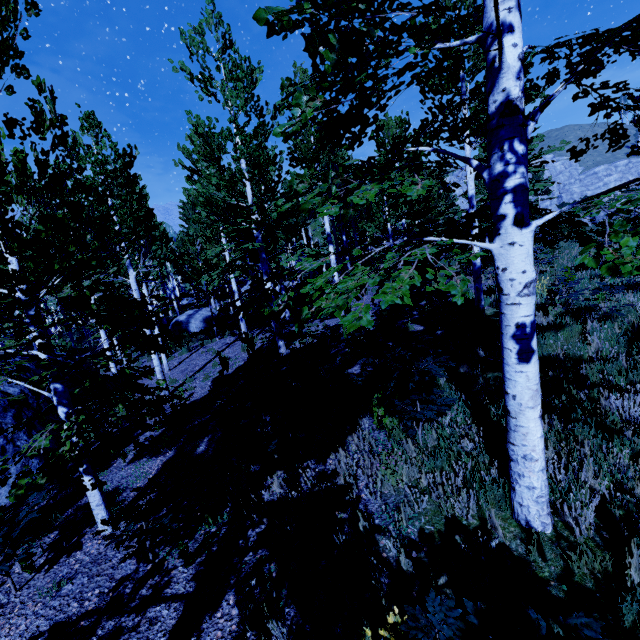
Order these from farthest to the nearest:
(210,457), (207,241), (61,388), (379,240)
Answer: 1. (207,241)
2. (379,240)
3. (210,457)
4. (61,388)

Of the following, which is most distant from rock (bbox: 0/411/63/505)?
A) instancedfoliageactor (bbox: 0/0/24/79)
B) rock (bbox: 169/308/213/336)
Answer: rock (bbox: 169/308/213/336)

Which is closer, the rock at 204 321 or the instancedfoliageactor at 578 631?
the instancedfoliageactor at 578 631

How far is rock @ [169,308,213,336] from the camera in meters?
23.3

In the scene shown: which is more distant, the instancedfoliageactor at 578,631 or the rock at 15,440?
the rock at 15,440

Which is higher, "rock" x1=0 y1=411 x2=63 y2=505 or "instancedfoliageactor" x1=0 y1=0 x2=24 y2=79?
"instancedfoliageactor" x1=0 y1=0 x2=24 y2=79

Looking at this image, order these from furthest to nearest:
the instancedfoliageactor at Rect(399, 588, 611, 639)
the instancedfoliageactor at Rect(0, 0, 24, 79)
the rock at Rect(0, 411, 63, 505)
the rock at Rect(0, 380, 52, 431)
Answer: the rock at Rect(0, 380, 52, 431)
the rock at Rect(0, 411, 63, 505)
the instancedfoliageactor at Rect(0, 0, 24, 79)
the instancedfoliageactor at Rect(399, 588, 611, 639)
